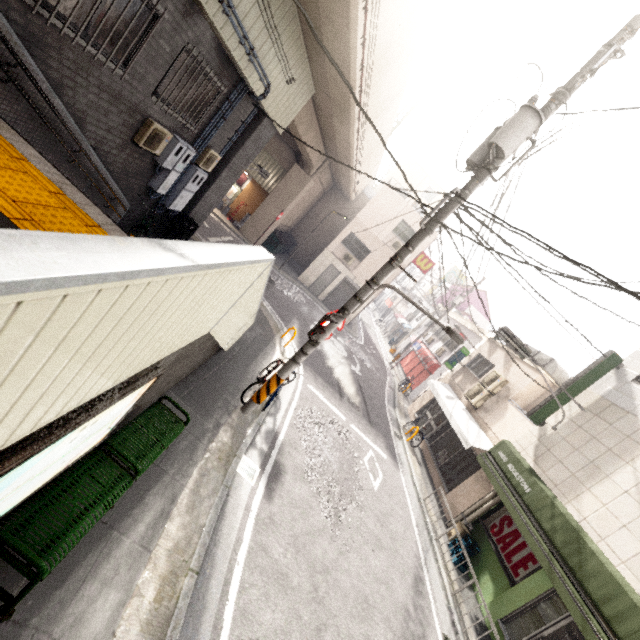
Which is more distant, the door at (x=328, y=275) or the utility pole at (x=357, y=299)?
the door at (x=328, y=275)

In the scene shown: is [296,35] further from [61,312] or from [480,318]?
[480,318]

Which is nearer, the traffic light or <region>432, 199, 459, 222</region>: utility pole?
<region>432, 199, 459, 222</region>: utility pole

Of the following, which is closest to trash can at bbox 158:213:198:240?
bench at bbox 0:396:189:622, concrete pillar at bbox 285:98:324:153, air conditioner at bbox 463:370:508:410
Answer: concrete pillar at bbox 285:98:324:153

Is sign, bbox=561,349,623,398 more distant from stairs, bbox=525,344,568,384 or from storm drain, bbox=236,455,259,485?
storm drain, bbox=236,455,259,485

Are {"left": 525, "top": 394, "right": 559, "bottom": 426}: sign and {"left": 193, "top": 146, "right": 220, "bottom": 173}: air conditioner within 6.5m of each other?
no

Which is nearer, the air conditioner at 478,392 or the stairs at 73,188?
the stairs at 73,188

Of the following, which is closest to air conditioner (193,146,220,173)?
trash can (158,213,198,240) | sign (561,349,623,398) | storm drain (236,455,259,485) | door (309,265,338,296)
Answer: trash can (158,213,198,240)
